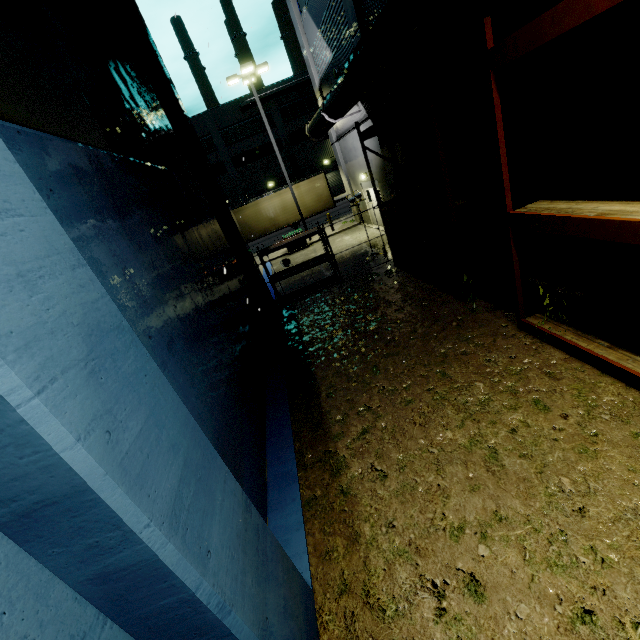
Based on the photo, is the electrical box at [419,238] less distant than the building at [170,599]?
No

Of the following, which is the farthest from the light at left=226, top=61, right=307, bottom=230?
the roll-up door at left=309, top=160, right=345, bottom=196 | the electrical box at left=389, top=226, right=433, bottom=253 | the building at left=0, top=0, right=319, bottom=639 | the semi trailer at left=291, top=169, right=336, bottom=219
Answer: the electrical box at left=389, top=226, right=433, bottom=253

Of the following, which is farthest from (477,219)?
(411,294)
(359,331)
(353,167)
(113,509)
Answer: (353,167)

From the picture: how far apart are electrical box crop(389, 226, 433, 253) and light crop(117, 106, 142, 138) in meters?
8.6

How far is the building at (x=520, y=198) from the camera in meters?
7.2 m

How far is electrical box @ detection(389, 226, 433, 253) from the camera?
12.16m

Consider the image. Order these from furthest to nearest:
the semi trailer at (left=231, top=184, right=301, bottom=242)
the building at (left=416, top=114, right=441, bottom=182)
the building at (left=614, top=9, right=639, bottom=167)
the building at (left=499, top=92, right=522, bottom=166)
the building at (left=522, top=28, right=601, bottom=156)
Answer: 1. the semi trailer at (left=231, top=184, right=301, bottom=242)
2. the building at (left=416, top=114, right=441, bottom=182)
3. the building at (left=499, top=92, right=522, bottom=166)
4. the building at (left=522, top=28, right=601, bottom=156)
5. the building at (left=614, top=9, right=639, bottom=167)

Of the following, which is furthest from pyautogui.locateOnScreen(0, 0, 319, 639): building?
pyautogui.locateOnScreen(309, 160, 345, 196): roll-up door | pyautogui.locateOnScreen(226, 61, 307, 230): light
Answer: pyautogui.locateOnScreen(226, 61, 307, 230): light
